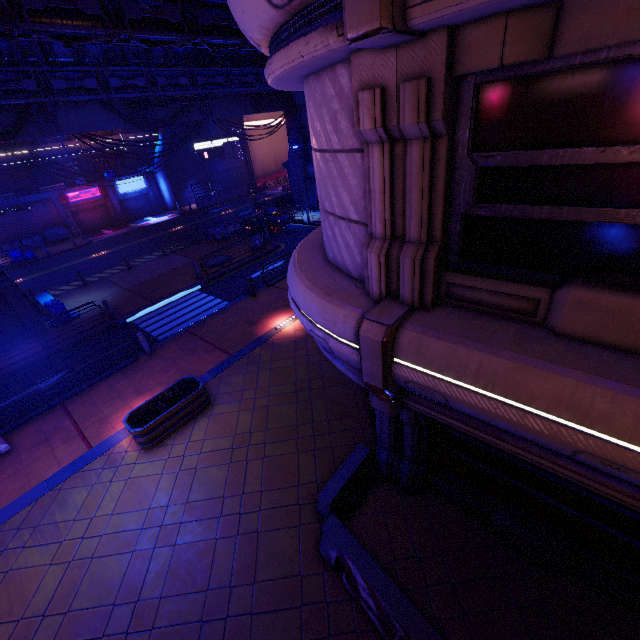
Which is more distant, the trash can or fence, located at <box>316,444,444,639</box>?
the trash can

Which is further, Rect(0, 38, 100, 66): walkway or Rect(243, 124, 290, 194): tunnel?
Rect(243, 124, 290, 194): tunnel

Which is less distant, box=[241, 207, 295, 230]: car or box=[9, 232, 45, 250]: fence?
box=[241, 207, 295, 230]: car

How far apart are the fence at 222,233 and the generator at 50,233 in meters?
19.1 m

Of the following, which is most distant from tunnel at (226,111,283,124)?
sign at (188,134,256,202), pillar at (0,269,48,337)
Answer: pillar at (0,269,48,337)

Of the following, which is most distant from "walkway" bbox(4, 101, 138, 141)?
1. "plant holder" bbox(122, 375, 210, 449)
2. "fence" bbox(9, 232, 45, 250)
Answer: "fence" bbox(9, 232, 45, 250)

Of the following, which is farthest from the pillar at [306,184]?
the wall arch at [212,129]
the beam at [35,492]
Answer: the beam at [35,492]

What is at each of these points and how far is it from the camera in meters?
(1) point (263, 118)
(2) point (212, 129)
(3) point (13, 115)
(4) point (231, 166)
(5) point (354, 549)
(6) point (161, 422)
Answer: (1) tunnel, 45.1
(2) wall arch, 39.4
(3) walkway, 16.4
(4) wall arch, 41.8
(5) fence, 5.5
(6) plant holder, 8.9
